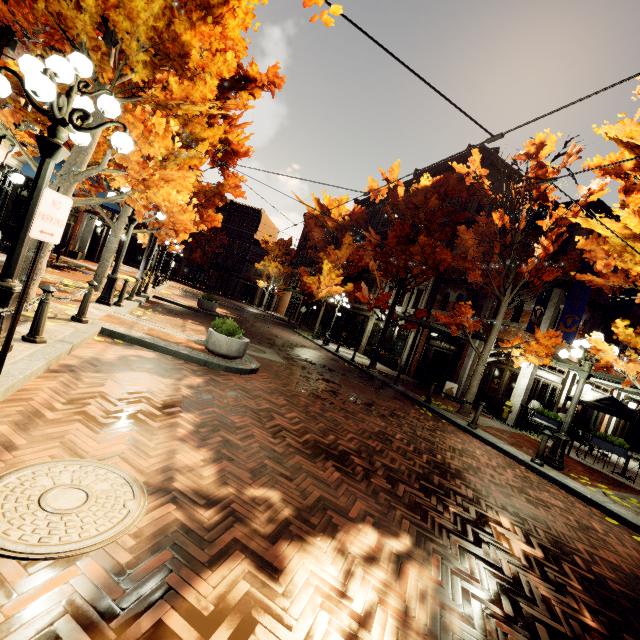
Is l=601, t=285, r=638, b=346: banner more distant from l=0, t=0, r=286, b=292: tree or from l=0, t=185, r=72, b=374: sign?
l=0, t=185, r=72, b=374: sign

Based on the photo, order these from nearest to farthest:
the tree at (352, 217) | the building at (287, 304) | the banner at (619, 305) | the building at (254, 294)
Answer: the banner at (619, 305), the tree at (352, 217), the building at (287, 304), the building at (254, 294)

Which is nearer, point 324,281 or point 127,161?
point 127,161

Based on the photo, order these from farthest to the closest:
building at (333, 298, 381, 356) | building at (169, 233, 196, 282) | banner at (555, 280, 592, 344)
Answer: building at (169, 233, 196, 282), building at (333, 298, 381, 356), banner at (555, 280, 592, 344)

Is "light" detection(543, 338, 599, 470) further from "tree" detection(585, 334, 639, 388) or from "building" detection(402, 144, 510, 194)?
"building" detection(402, 144, 510, 194)

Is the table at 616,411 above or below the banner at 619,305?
below

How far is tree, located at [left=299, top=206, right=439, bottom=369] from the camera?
15.4 meters

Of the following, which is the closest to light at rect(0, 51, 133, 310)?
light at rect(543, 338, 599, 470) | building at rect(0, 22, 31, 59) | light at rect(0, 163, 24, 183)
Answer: building at rect(0, 22, 31, 59)
